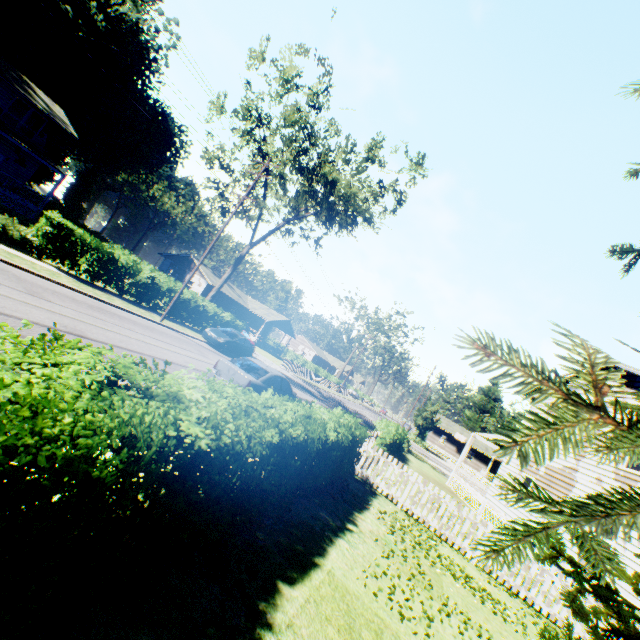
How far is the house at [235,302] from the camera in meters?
49.2

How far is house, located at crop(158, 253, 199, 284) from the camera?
46.67m

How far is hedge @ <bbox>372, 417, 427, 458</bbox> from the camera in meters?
17.7

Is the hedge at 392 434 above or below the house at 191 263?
below

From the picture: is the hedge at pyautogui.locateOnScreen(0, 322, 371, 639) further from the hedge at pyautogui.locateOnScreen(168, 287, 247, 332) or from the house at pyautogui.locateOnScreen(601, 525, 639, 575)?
the hedge at pyautogui.locateOnScreen(168, 287, 247, 332)

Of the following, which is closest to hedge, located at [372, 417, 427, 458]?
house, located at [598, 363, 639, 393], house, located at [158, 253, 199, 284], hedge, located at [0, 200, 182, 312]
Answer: house, located at [598, 363, 639, 393]

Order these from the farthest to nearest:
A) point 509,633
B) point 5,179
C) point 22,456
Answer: point 5,179, point 509,633, point 22,456
